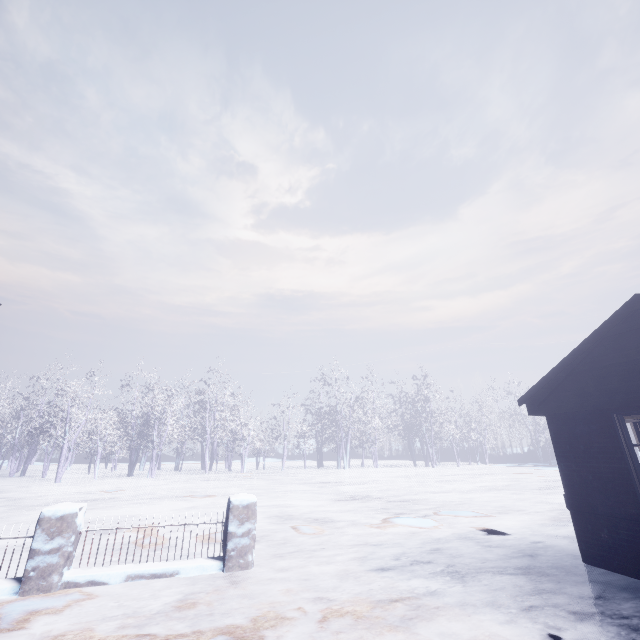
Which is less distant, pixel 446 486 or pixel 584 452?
pixel 584 452
